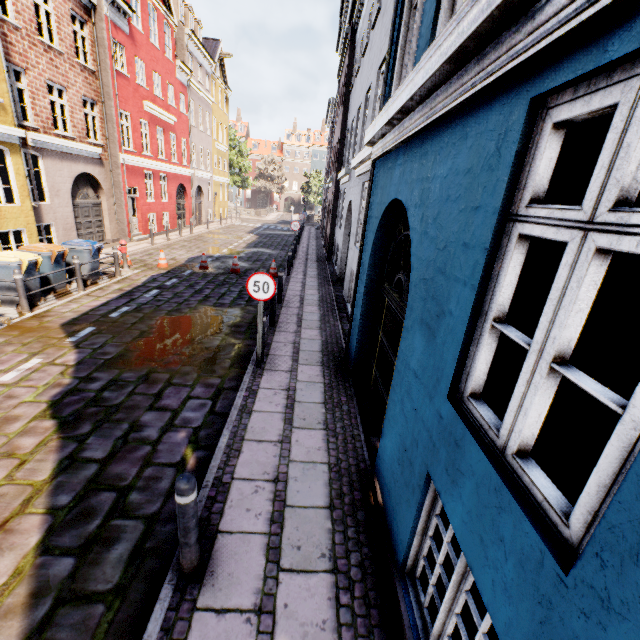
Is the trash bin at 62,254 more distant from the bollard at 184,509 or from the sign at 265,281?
the bollard at 184,509

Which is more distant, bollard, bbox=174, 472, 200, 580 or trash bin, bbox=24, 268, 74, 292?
trash bin, bbox=24, 268, 74, 292

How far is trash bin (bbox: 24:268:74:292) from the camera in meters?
8.2

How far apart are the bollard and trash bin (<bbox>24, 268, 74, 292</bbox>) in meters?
9.6 m

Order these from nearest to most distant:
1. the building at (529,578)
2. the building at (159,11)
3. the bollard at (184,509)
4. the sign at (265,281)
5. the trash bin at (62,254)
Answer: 1. the building at (529,578)
2. the bollard at (184,509)
3. the sign at (265,281)
4. the trash bin at (62,254)
5. the building at (159,11)

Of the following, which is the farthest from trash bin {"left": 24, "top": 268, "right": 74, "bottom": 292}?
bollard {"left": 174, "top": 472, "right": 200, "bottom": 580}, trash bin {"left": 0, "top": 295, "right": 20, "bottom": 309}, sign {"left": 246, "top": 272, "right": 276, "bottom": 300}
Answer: bollard {"left": 174, "top": 472, "right": 200, "bottom": 580}

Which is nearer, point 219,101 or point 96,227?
point 96,227

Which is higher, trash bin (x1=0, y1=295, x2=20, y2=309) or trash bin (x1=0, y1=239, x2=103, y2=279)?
trash bin (x1=0, y1=239, x2=103, y2=279)
